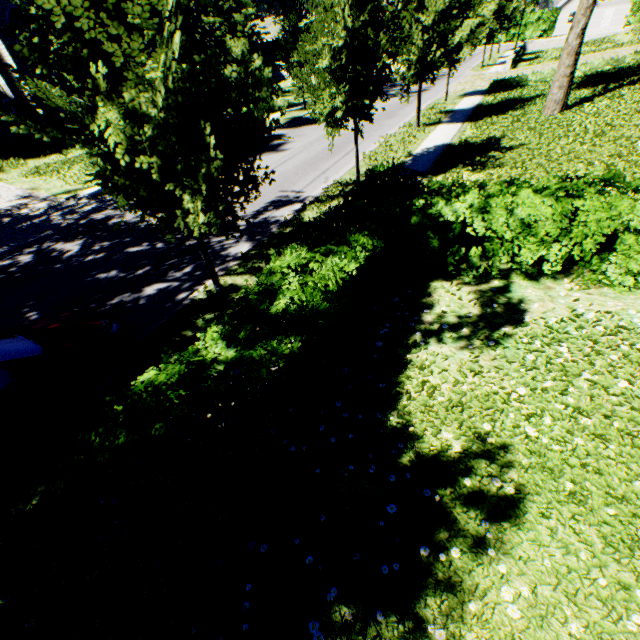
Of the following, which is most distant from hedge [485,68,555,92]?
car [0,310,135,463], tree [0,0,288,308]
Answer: car [0,310,135,463]

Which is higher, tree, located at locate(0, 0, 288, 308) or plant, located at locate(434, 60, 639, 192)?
tree, located at locate(0, 0, 288, 308)

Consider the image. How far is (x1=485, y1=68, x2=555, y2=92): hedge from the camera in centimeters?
2016cm

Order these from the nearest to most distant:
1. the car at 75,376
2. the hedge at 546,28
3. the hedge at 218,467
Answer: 1. the hedge at 218,467
2. the car at 75,376
3. the hedge at 546,28

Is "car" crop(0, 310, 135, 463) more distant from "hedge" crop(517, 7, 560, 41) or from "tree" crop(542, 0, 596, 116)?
"hedge" crop(517, 7, 560, 41)

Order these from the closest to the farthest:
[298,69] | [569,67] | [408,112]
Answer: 1. [298,69]
2. [569,67]
3. [408,112]

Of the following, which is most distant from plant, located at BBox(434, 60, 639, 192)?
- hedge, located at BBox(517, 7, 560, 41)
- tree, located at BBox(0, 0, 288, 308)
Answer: hedge, located at BBox(517, 7, 560, 41)

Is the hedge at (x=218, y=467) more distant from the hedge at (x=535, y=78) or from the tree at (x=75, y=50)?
the hedge at (x=535, y=78)
